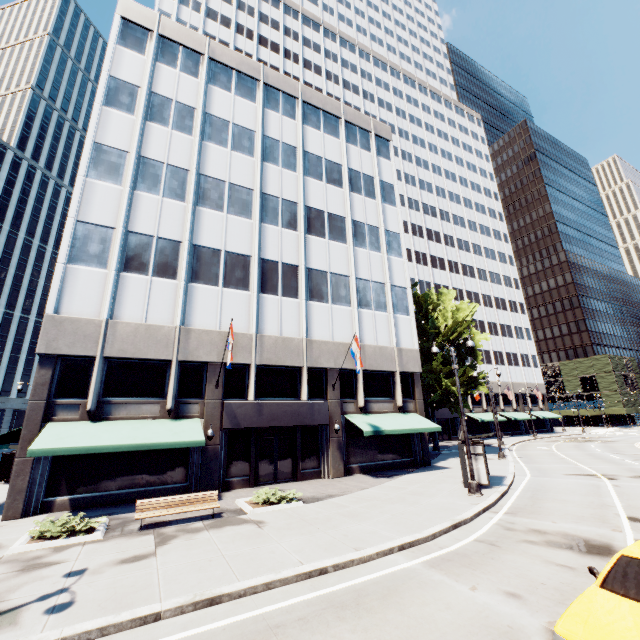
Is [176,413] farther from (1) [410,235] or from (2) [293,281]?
(1) [410,235]

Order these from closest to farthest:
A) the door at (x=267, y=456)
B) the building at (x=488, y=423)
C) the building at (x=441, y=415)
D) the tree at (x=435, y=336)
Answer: the door at (x=267, y=456)
the tree at (x=435, y=336)
the building at (x=441, y=415)
the building at (x=488, y=423)

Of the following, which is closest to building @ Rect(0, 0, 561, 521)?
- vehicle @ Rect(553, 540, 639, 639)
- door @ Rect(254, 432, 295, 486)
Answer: door @ Rect(254, 432, 295, 486)

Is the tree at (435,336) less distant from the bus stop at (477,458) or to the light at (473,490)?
the bus stop at (477,458)

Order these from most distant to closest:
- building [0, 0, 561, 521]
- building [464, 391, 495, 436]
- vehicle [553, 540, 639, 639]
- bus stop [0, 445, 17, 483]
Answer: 1. building [464, 391, 495, 436]
2. bus stop [0, 445, 17, 483]
3. building [0, 0, 561, 521]
4. vehicle [553, 540, 639, 639]

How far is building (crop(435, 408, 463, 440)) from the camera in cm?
4744

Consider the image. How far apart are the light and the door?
9.8 meters

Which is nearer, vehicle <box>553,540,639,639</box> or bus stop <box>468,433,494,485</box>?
vehicle <box>553,540,639,639</box>
